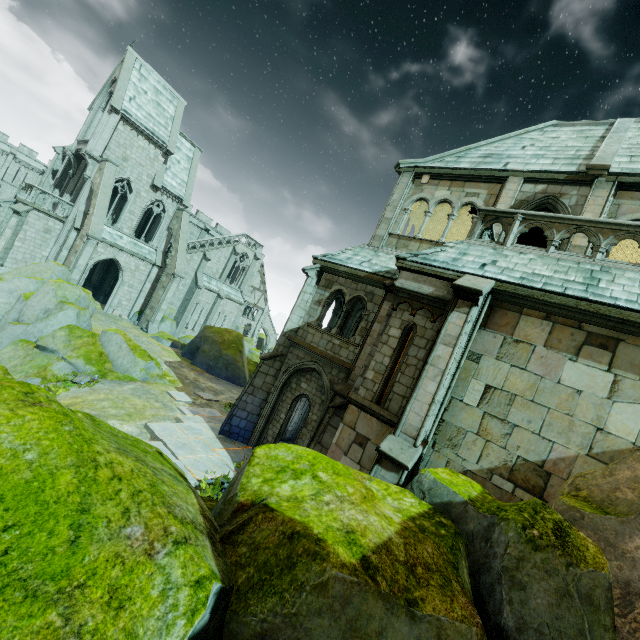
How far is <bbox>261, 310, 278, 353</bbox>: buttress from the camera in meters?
51.0

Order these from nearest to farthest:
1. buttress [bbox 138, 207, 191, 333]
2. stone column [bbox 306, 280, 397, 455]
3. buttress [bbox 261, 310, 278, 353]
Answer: stone column [bbox 306, 280, 397, 455] < buttress [bbox 138, 207, 191, 333] < buttress [bbox 261, 310, 278, 353]

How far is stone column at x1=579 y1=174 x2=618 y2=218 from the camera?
10.13m

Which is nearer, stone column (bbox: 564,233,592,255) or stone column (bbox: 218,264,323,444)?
stone column (bbox: 564,233,592,255)

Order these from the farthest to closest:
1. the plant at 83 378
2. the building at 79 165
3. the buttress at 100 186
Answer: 1. the building at 79 165
2. the buttress at 100 186
3. the plant at 83 378

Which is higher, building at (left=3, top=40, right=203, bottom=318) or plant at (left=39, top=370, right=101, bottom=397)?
building at (left=3, top=40, right=203, bottom=318)

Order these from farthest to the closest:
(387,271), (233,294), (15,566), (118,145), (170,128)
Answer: (233,294), (170,128), (118,145), (387,271), (15,566)

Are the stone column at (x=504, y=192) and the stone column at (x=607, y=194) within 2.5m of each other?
yes
